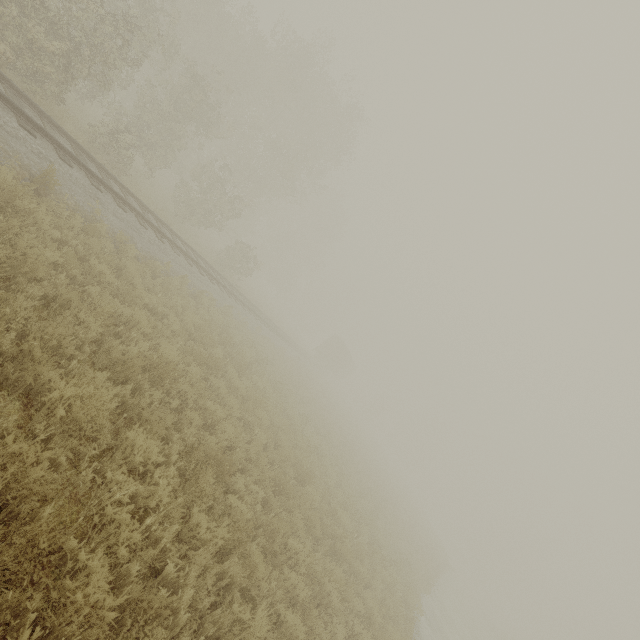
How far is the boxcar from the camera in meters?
43.8

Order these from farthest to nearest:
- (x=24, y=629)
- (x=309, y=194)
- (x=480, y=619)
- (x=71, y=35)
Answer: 1. (x=309, y=194)
2. (x=480, y=619)
3. (x=71, y=35)
4. (x=24, y=629)

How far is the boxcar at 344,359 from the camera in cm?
4384
